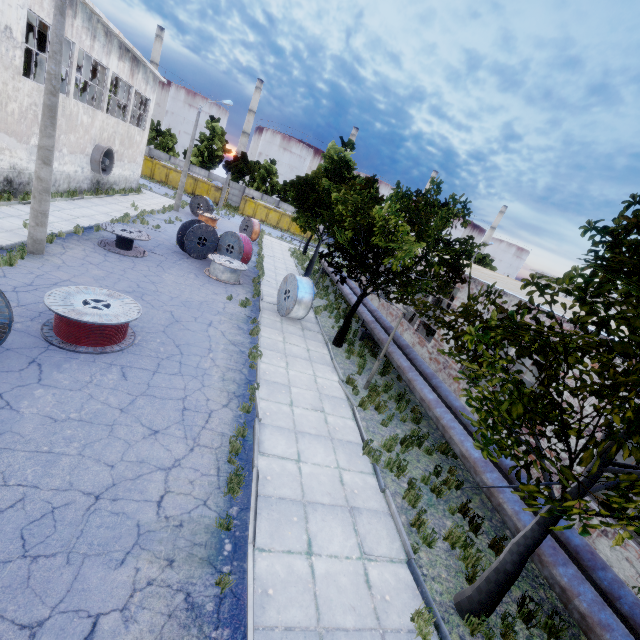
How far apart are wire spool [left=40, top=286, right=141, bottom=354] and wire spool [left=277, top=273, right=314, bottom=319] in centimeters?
642cm

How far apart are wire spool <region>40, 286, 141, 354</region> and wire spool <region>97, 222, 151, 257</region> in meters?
6.3 m

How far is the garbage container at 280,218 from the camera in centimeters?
4612cm

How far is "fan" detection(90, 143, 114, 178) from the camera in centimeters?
2152cm

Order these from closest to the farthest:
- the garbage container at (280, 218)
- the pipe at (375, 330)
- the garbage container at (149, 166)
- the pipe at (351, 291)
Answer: the pipe at (375, 330)
the pipe at (351, 291)
the garbage container at (149, 166)
the garbage container at (280, 218)

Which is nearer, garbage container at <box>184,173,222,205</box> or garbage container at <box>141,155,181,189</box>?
garbage container at <box>141,155,181,189</box>

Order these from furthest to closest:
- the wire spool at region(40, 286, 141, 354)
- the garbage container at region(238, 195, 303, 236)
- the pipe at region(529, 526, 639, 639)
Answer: the garbage container at region(238, 195, 303, 236)
the wire spool at region(40, 286, 141, 354)
the pipe at region(529, 526, 639, 639)

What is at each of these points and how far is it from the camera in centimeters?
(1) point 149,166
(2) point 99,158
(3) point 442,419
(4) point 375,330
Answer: (1) garbage container, 4241cm
(2) fan, 2156cm
(3) pipe, 929cm
(4) pipe, 1491cm
